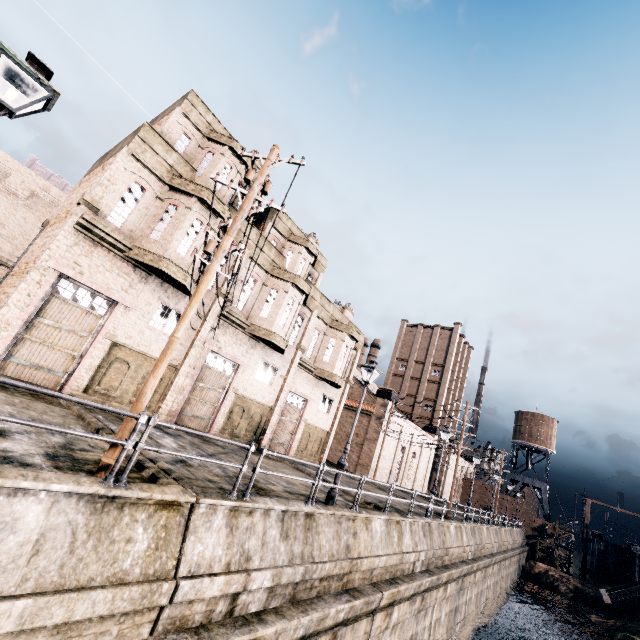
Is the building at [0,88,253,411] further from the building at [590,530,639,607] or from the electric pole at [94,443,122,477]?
the building at [590,530,639,607]

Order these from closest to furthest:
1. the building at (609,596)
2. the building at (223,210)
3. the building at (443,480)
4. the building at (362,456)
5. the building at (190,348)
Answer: the building at (223,210) → the building at (190,348) → the building at (609,596) → the building at (362,456) → the building at (443,480)

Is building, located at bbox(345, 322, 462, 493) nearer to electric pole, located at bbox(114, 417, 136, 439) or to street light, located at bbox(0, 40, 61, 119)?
electric pole, located at bbox(114, 417, 136, 439)

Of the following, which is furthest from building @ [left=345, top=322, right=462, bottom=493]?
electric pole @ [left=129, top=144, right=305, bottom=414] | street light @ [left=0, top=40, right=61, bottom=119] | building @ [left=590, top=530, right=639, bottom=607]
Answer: building @ [left=590, top=530, right=639, bottom=607]

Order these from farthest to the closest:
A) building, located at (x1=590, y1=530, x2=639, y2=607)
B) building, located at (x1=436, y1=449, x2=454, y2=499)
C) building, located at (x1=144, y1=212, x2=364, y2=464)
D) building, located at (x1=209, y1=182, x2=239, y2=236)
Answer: building, located at (x1=436, y1=449, x2=454, y2=499) → building, located at (x1=590, y1=530, x2=639, y2=607) → building, located at (x1=144, y1=212, x2=364, y2=464) → building, located at (x1=209, y1=182, x2=239, y2=236)

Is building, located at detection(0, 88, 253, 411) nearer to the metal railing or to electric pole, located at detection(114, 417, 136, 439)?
electric pole, located at detection(114, 417, 136, 439)

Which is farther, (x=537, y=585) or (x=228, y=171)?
(x=537, y=585)

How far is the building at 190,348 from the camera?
18.0m
